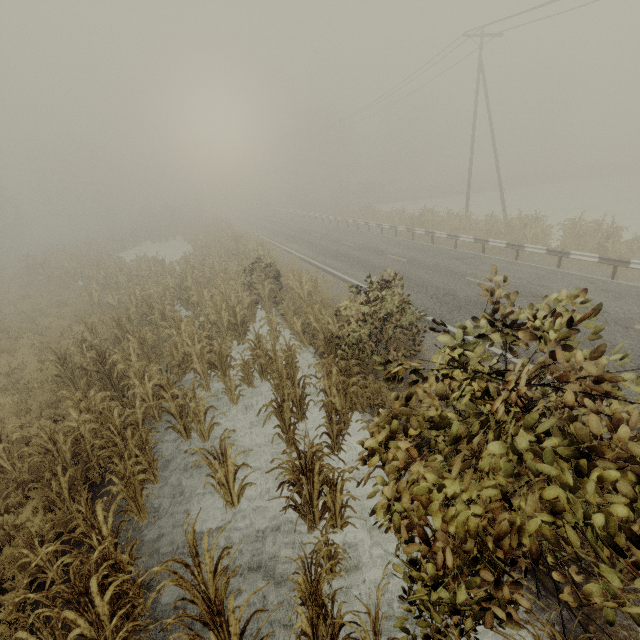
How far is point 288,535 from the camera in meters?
5.4

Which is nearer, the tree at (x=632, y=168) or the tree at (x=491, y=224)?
the tree at (x=491, y=224)

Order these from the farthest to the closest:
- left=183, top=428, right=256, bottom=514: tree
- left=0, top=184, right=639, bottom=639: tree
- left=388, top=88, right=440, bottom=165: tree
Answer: left=388, top=88, right=440, bottom=165: tree → left=183, top=428, right=256, bottom=514: tree → left=0, top=184, right=639, bottom=639: tree

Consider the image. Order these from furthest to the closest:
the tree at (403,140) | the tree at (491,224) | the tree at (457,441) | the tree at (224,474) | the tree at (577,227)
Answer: the tree at (403,140) → the tree at (491,224) → the tree at (577,227) → the tree at (224,474) → the tree at (457,441)

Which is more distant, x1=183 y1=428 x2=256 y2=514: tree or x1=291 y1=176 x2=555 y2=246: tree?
x1=291 y1=176 x2=555 y2=246: tree

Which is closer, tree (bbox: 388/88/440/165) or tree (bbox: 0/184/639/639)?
tree (bbox: 0/184/639/639)

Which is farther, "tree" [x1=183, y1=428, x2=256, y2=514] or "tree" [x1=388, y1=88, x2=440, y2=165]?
"tree" [x1=388, y1=88, x2=440, y2=165]

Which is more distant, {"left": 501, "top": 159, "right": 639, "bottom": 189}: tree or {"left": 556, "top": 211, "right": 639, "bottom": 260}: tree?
{"left": 501, "top": 159, "right": 639, "bottom": 189}: tree
